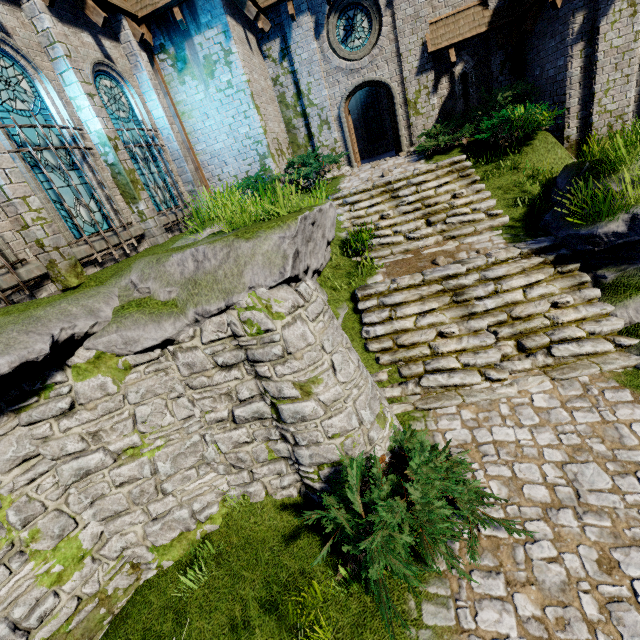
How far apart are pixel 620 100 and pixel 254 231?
11.4 meters

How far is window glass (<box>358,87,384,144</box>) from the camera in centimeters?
1725cm

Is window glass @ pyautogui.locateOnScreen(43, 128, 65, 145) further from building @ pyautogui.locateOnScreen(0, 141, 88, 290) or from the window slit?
the window slit

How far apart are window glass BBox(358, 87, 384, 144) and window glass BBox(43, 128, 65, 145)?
15.0 meters

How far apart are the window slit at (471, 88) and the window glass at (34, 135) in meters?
12.3 m

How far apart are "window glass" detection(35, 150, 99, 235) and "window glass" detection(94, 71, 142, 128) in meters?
1.5

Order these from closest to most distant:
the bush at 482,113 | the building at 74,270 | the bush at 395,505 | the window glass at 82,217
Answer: the bush at 395,505, the building at 74,270, the window glass at 82,217, the bush at 482,113
